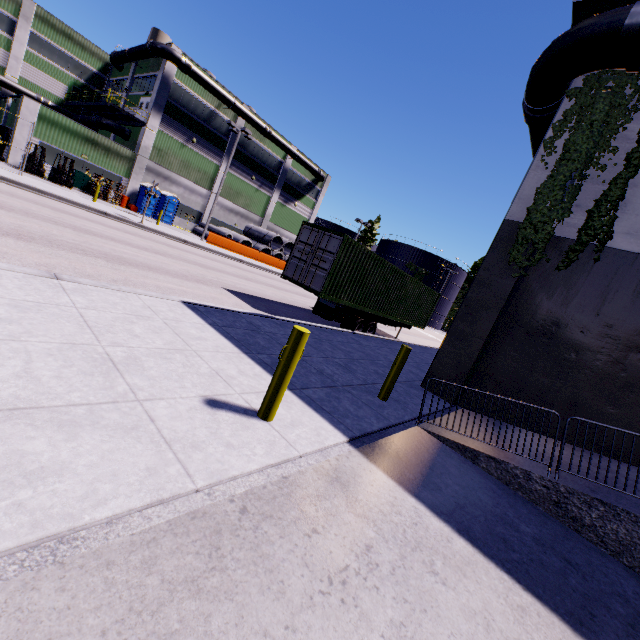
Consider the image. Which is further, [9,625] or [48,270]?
[48,270]

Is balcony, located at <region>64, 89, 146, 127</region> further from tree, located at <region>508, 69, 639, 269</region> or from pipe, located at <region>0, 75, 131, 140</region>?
tree, located at <region>508, 69, 639, 269</region>

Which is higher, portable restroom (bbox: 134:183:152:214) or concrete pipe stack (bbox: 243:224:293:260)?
concrete pipe stack (bbox: 243:224:293:260)

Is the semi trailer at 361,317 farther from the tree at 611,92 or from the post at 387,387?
the tree at 611,92

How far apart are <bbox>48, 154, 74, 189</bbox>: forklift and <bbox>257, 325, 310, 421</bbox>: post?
27.2 meters

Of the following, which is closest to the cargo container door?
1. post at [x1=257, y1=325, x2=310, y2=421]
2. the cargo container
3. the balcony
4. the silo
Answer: the cargo container

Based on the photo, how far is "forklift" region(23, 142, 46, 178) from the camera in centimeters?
2309cm

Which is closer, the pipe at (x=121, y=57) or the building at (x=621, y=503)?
the building at (x=621, y=503)
